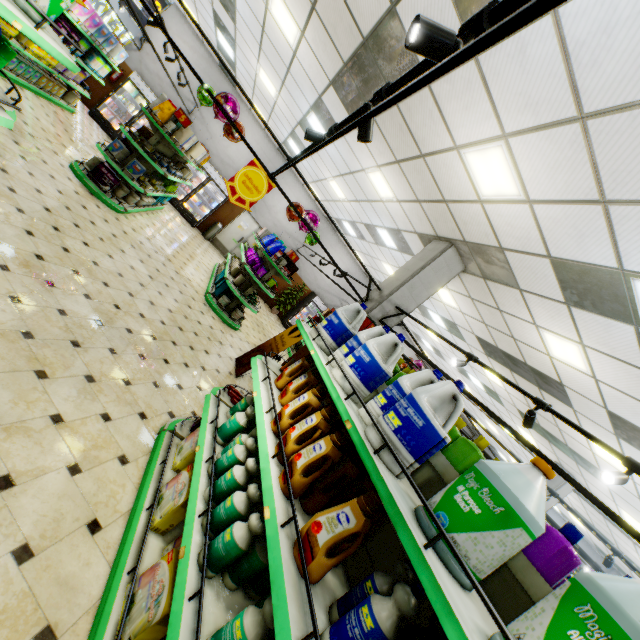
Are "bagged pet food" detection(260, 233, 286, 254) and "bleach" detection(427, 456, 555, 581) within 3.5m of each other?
no

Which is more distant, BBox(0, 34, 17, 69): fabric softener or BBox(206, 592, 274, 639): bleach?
BBox(0, 34, 17, 69): fabric softener

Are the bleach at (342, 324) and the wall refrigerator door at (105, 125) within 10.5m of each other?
no

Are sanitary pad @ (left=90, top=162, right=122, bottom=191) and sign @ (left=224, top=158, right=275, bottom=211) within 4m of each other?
yes

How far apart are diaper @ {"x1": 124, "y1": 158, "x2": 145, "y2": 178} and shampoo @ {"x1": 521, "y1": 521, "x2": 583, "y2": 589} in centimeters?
817cm

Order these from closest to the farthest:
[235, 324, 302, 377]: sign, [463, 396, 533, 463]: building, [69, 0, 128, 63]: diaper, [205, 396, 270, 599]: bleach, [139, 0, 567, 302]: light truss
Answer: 1. [139, 0, 567, 302]: light truss
2. [205, 396, 270, 599]: bleach
3. [235, 324, 302, 377]: sign
4. [69, 0, 128, 63]: diaper
5. [463, 396, 533, 463]: building

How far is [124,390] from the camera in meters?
3.4 m

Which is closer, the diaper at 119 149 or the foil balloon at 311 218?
the diaper at 119 149
